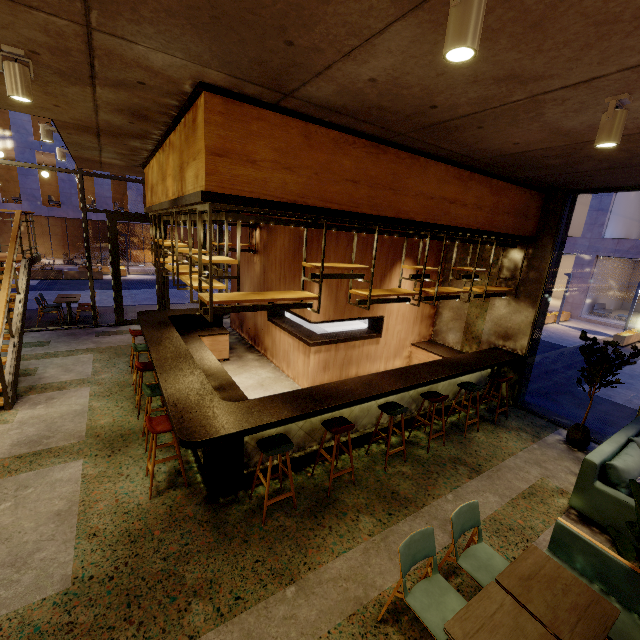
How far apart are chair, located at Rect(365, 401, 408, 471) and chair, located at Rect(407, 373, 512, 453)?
1.5 meters

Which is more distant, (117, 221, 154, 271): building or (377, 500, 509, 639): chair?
(117, 221, 154, 271): building

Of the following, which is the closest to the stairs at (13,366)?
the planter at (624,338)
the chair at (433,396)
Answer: the chair at (433,396)

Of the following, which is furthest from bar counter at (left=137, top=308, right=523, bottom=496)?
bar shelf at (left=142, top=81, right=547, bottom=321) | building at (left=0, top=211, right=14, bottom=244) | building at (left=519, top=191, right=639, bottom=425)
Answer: building at (left=0, top=211, right=14, bottom=244)

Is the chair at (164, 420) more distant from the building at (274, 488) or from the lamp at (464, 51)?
the lamp at (464, 51)

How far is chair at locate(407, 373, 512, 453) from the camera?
5.4 meters

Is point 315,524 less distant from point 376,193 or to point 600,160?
point 376,193

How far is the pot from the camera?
5.7 meters
